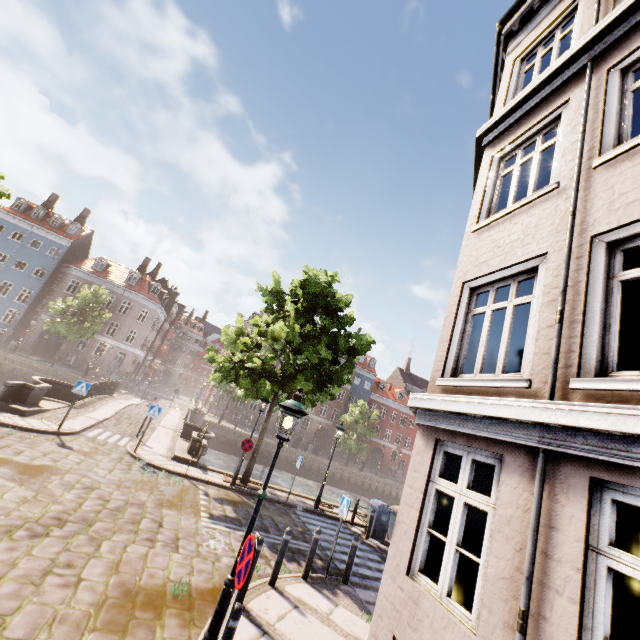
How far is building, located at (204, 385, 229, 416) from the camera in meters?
43.6

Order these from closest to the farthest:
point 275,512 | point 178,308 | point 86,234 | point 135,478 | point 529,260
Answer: → point 529,260, point 135,478, point 275,512, point 86,234, point 178,308

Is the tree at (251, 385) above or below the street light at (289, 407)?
above

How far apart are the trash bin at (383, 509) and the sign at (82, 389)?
12.8m

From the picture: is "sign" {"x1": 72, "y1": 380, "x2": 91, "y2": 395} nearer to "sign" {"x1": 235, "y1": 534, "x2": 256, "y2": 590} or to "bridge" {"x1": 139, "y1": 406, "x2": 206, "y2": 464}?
"bridge" {"x1": 139, "y1": 406, "x2": 206, "y2": 464}

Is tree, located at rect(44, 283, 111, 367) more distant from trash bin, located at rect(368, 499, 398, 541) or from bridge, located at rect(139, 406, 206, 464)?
trash bin, located at rect(368, 499, 398, 541)

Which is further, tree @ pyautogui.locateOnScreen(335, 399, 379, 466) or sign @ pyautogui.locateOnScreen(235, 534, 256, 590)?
tree @ pyautogui.locateOnScreen(335, 399, 379, 466)

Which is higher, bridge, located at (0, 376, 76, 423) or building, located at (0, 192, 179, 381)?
building, located at (0, 192, 179, 381)
